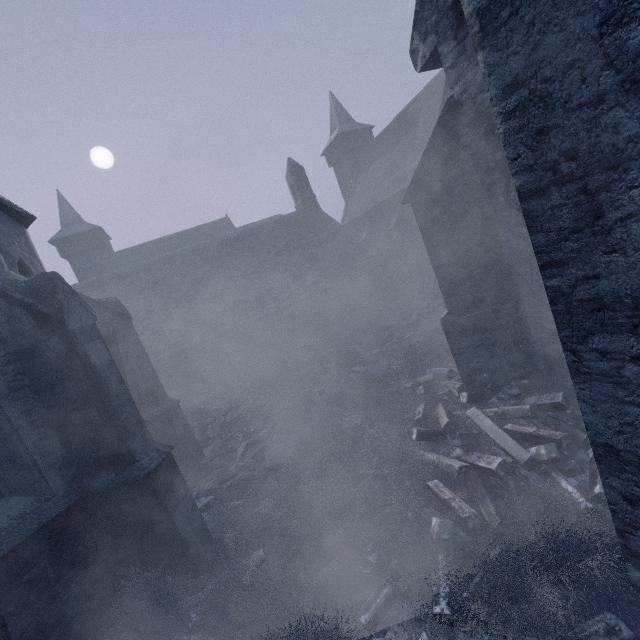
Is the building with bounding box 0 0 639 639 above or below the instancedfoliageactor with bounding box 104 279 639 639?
above

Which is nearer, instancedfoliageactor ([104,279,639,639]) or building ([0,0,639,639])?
building ([0,0,639,639])

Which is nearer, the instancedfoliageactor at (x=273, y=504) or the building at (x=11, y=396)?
the building at (x=11, y=396)

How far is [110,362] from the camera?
5.1 meters

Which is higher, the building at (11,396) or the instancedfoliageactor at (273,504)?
the building at (11,396)
